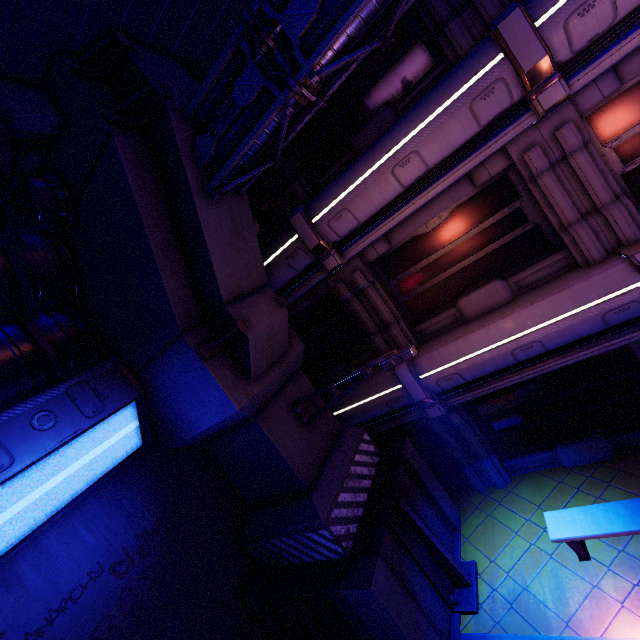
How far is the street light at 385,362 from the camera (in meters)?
5.91

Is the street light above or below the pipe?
below

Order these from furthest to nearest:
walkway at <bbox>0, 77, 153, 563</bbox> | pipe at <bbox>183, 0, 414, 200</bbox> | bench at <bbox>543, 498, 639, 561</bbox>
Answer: bench at <bbox>543, 498, 639, 561</bbox>, walkway at <bbox>0, 77, 153, 563</bbox>, pipe at <bbox>183, 0, 414, 200</bbox>

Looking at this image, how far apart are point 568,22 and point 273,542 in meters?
10.9

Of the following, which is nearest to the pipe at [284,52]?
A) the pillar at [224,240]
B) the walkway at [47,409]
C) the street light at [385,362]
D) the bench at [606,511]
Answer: the pillar at [224,240]

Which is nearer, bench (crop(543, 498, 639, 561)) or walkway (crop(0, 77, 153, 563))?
walkway (crop(0, 77, 153, 563))

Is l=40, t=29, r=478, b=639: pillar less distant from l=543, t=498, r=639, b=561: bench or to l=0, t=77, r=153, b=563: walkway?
l=0, t=77, r=153, b=563: walkway

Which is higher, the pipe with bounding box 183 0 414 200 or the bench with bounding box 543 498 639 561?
the pipe with bounding box 183 0 414 200
